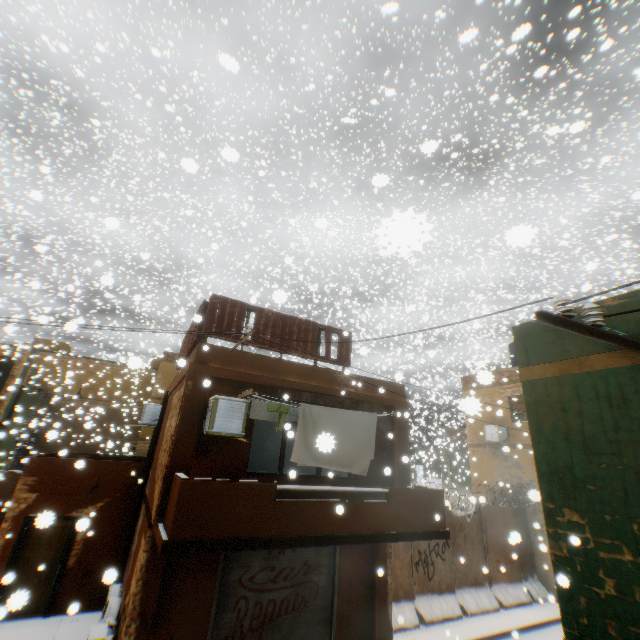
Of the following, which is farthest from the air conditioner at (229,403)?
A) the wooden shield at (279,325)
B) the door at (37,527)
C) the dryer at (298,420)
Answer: the door at (37,527)

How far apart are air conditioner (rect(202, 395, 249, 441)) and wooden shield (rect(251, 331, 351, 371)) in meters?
0.6 m

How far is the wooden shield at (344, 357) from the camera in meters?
8.9

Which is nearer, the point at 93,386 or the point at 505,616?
the point at 505,616

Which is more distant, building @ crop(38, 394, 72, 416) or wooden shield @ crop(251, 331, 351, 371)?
building @ crop(38, 394, 72, 416)

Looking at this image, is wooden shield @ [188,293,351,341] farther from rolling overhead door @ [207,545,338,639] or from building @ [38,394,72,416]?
rolling overhead door @ [207,545,338,639]

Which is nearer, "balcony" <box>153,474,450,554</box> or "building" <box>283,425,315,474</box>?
"balcony" <box>153,474,450,554</box>

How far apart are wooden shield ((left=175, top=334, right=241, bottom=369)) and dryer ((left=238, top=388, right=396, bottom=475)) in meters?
0.5 m
